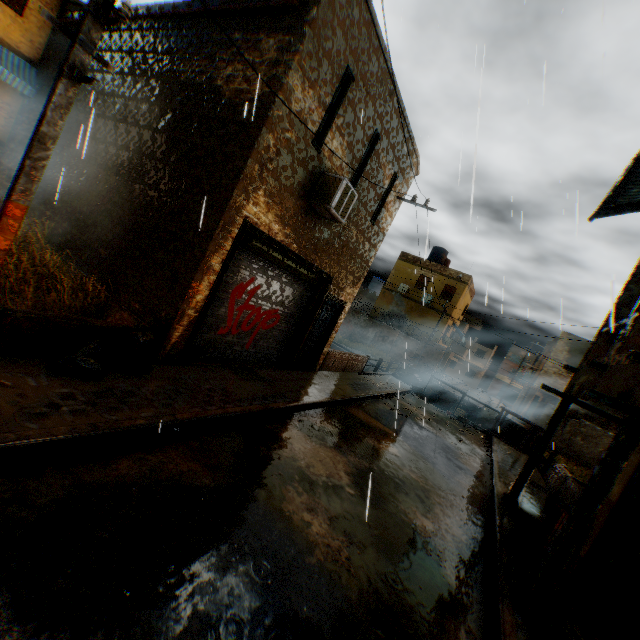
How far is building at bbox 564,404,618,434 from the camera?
22.7m

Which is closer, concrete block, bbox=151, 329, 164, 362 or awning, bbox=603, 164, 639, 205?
concrete block, bbox=151, 329, 164, 362

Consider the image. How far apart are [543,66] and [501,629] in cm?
673

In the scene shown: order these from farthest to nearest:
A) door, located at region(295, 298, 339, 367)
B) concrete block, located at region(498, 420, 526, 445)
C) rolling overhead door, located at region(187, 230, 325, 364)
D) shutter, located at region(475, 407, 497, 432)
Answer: shutter, located at region(475, 407, 497, 432)
concrete block, located at region(498, 420, 526, 445)
door, located at region(295, 298, 339, 367)
rolling overhead door, located at region(187, 230, 325, 364)

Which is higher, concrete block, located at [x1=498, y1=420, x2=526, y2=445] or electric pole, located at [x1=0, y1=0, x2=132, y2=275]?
electric pole, located at [x1=0, y1=0, x2=132, y2=275]

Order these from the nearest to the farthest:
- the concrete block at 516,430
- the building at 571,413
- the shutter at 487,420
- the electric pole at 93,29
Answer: the electric pole at 93,29
the concrete block at 516,430
the shutter at 487,420
the building at 571,413

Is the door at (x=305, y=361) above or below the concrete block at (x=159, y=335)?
below

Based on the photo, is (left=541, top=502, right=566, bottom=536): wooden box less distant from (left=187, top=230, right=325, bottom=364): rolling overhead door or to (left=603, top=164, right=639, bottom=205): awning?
(left=187, top=230, right=325, bottom=364): rolling overhead door
